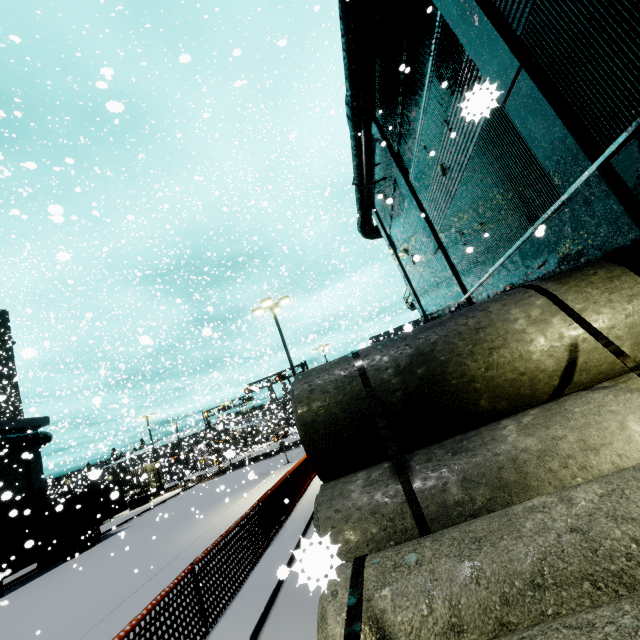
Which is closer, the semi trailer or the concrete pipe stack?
the concrete pipe stack

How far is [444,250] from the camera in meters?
13.7 m

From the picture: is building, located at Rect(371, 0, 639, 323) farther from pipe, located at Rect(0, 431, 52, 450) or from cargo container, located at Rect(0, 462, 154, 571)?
cargo container, located at Rect(0, 462, 154, 571)

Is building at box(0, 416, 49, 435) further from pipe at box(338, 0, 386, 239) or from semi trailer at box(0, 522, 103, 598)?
semi trailer at box(0, 522, 103, 598)

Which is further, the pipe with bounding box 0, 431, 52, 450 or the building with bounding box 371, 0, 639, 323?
the pipe with bounding box 0, 431, 52, 450

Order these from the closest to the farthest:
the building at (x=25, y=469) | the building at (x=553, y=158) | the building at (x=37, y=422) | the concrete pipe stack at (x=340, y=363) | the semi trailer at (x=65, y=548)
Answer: the concrete pipe stack at (x=340, y=363)
the building at (x=553, y=158)
the semi trailer at (x=65, y=548)
the building at (x=25, y=469)
the building at (x=37, y=422)

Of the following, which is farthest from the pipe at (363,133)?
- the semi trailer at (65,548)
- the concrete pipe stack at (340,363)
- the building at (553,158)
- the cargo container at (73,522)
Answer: the semi trailer at (65,548)

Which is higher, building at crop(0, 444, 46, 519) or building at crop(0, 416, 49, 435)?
building at crop(0, 416, 49, 435)
